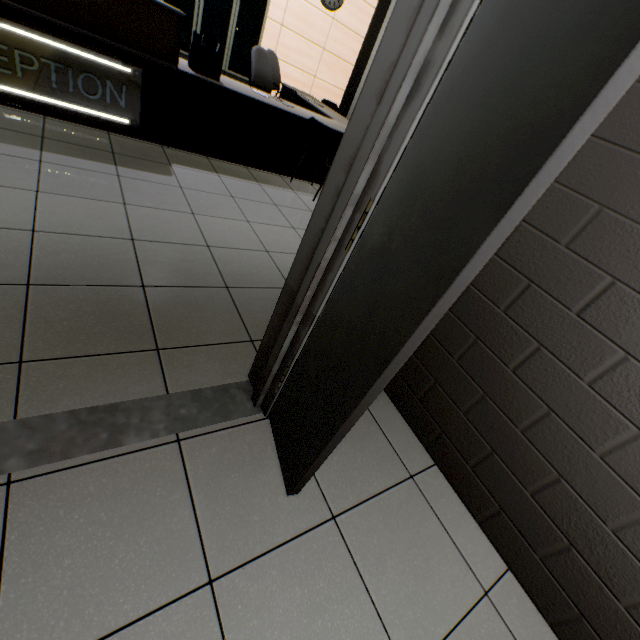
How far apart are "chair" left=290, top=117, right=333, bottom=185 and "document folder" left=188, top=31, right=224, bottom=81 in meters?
1.1 m

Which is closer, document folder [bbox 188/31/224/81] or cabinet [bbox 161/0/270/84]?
document folder [bbox 188/31/224/81]

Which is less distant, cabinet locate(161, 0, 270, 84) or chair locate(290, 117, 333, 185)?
chair locate(290, 117, 333, 185)

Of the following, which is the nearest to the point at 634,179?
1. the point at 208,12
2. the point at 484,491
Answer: the point at 484,491

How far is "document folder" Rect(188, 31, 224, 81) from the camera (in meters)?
3.27

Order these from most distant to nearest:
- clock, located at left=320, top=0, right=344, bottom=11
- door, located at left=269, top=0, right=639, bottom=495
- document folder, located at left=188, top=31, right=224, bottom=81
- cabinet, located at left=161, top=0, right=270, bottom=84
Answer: clock, located at left=320, top=0, right=344, bottom=11 → cabinet, located at left=161, top=0, right=270, bottom=84 → document folder, located at left=188, top=31, right=224, bottom=81 → door, located at left=269, top=0, right=639, bottom=495

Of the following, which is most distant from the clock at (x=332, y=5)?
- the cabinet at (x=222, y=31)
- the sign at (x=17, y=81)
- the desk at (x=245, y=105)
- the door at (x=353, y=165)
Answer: the door at (x=353, y=165)

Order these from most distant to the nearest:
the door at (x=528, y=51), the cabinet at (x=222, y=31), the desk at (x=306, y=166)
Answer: the cabinet at (x=222, y=31), the desk at (x=306, y=166), the door at (x=528, y=51)
